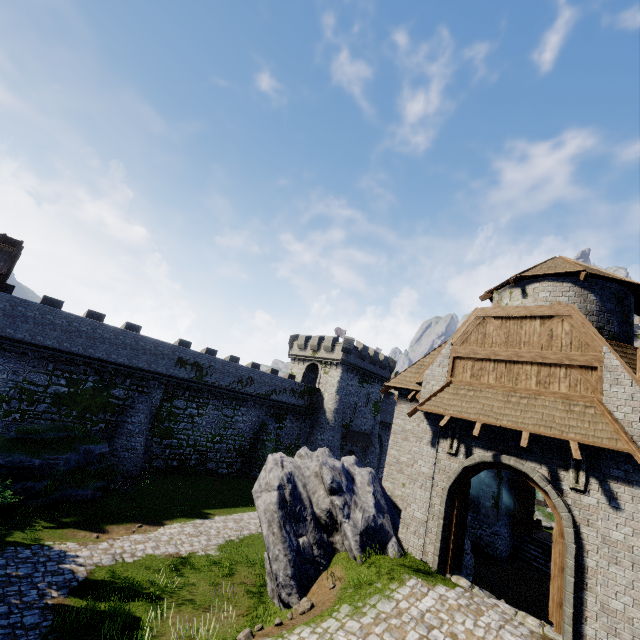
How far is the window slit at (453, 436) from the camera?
11.2 meters

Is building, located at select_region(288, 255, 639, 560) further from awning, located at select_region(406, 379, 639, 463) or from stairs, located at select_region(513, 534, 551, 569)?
stairs, located at select_region(513, 534, 551, 569)

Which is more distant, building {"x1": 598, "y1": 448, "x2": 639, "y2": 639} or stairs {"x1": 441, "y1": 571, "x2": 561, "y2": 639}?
stairs {"x1": 441, "y1": 571, "x2": 561, "y2": 639}

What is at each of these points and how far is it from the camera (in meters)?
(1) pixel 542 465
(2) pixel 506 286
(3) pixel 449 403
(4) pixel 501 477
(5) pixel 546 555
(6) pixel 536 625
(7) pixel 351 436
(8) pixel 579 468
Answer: (1) double door, 9.51
(2) building, 15.77
(3) awning, 11.39
(4) building, 17.02
(5) stairs, 16.50
(6) stairs, 8.44
(7) awning, 39.25
(8) window slit, 8.91

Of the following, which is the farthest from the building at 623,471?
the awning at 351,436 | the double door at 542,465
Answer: the awning at 351,436

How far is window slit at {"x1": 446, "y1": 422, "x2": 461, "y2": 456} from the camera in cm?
1116

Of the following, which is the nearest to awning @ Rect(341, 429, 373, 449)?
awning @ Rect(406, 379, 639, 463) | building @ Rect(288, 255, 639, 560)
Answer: building @ Rect(288, 255, 639, 560)

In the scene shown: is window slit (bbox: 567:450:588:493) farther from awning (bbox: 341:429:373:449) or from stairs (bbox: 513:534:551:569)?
awning (bbox: 341:429:373:449)
